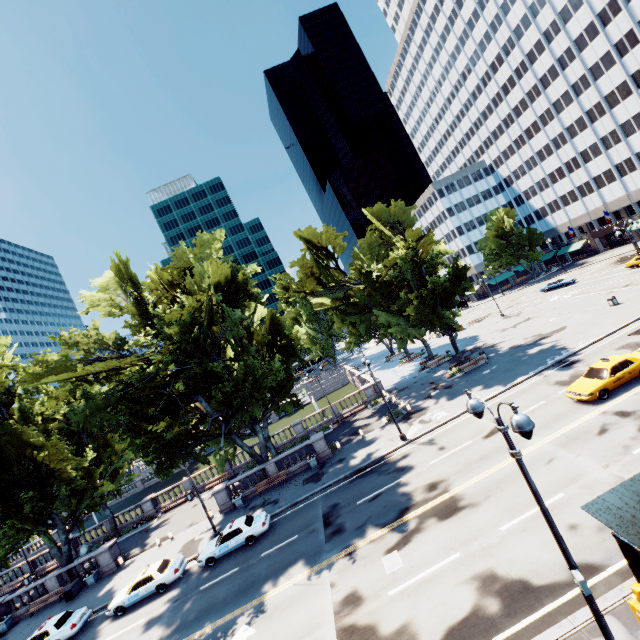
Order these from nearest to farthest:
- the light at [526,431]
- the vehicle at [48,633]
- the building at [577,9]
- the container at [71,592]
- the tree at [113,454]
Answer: the light at [526,431], the vehicle at [48,633], the tree at [113,454], the container at [71,592], the building at [577,9]

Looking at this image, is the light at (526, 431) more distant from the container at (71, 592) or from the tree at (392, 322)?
the container at (71, 592)

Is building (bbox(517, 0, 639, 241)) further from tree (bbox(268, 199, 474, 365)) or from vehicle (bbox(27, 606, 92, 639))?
vehicle (bbox(27, 606, 92, 639))

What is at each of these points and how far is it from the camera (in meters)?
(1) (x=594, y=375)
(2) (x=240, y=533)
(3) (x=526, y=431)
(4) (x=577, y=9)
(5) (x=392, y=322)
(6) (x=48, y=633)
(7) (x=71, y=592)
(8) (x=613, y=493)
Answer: (1) vehicle, 19.72
(2) vehicle, 21.88
(3) light, 6.68
(4) building, 52.34
(5) tree, 33.44
(6) vehicle, 20.83
(7) container, 26.58
(8) bus stop, 9.61

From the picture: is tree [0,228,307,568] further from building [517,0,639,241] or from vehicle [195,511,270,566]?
vehicle [195,511,270,566]

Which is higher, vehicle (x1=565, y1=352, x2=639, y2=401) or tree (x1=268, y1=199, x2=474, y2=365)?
tree (x1=268, y1=199, x2=474, y2=365)

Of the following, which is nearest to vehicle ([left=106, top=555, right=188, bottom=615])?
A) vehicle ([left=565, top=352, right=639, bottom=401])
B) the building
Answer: vehicle ([left=565, top=352, right=639, bottom=401])

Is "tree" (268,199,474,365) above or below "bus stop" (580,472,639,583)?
above
